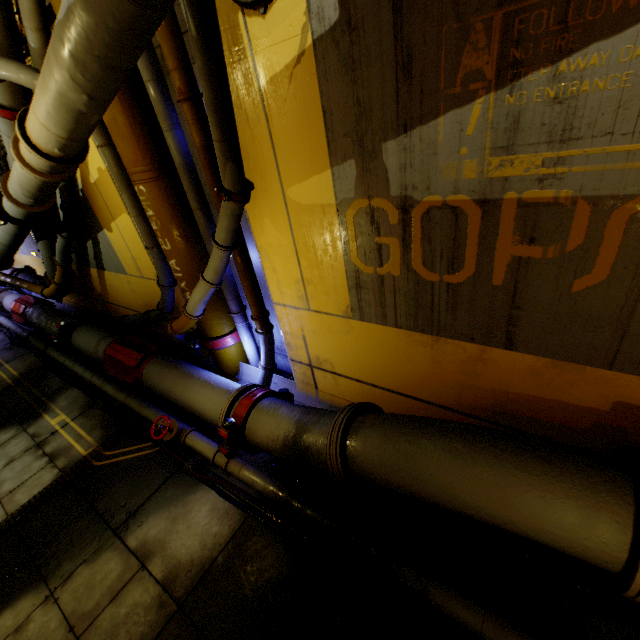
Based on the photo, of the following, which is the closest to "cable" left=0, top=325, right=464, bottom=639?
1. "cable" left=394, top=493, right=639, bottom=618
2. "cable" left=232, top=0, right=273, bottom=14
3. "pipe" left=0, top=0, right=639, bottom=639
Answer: "pipe" left=0, top=0, right=639, bottom=639

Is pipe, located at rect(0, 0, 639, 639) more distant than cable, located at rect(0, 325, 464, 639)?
No

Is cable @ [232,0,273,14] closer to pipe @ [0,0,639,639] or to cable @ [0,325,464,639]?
pipe @ [0,0,639,639]

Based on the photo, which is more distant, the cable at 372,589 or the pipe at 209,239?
the cable at 372,589

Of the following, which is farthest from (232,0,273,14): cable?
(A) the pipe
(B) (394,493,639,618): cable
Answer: (B) (394,493,639,618): cable

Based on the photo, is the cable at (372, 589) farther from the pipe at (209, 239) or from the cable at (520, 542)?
the cable at (520, 542)

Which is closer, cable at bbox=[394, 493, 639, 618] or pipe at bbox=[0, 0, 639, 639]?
pipe at bbox=[0, 0, 639, 639]

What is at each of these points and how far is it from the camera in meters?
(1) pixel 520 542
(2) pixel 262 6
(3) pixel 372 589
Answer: (1) cable, 3.3 m
(2) cable, 2.6 m
(3) cable, 3.2 m
